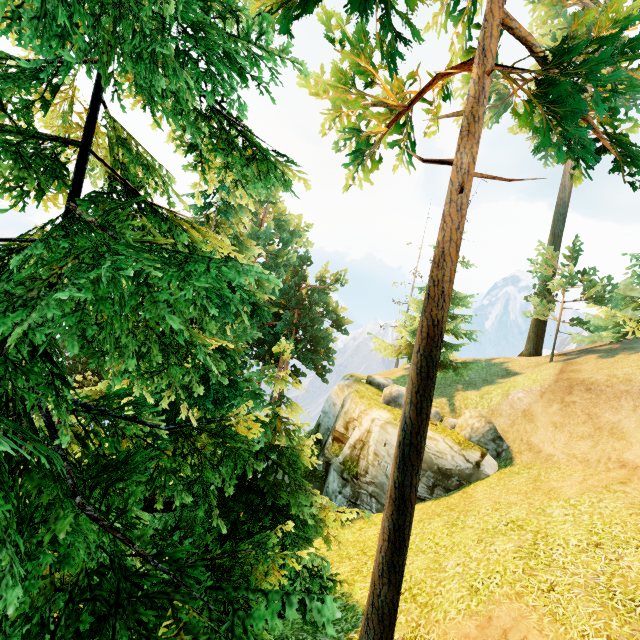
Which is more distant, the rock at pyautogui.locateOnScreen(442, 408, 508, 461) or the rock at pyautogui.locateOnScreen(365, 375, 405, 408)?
the rock at pyautogui.locateOnScreen(365, 375, 405, 408)

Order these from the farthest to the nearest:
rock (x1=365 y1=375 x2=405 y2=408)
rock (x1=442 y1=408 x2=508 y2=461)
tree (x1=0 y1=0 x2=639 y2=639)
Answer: rock (x1=365 y1=375 x2=405 y2=408), rock (x1=442 y1=408 x2=508 y2=461), tree (x1=0 y1=0 x2=639 y2=639)

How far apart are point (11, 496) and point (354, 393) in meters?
19.1

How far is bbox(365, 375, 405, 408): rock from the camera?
19.1 meters

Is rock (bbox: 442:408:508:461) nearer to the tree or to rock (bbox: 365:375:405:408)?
rock (bbox: 365:375:405:408)

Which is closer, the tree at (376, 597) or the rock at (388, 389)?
the tree at (376, 597)

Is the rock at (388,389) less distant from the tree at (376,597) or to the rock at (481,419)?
the rock at (481,419)

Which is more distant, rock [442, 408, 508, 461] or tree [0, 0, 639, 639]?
rock [442, 408, 508, 461]
